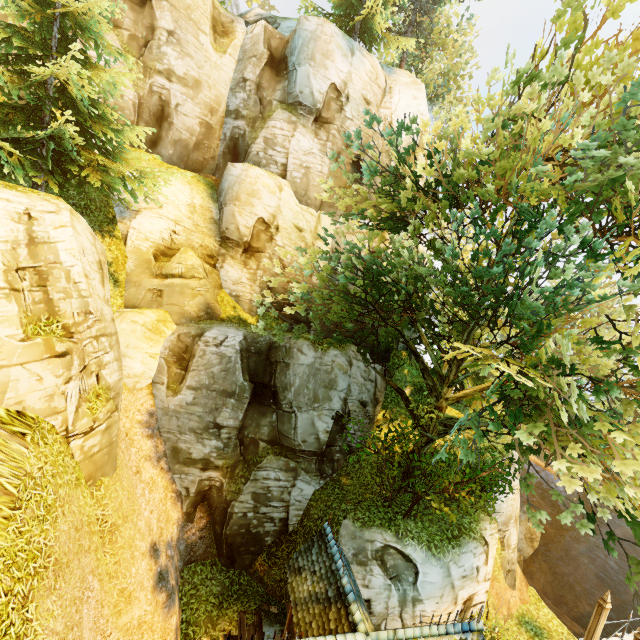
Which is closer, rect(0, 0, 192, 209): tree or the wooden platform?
rect(0, 0, 192, 209): tree

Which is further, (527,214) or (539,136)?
(527,214)

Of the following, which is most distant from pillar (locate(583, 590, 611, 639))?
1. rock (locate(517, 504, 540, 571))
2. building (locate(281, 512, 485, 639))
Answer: rock (locate(517, 504, 540, 571))

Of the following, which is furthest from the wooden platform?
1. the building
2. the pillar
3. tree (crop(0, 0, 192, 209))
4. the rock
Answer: the rock

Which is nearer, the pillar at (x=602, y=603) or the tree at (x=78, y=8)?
the tree at (x=78, y=8)

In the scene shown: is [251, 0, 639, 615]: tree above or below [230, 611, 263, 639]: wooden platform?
above

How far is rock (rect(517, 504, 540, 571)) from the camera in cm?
2693

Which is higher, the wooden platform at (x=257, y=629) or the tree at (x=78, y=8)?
the tree at (x=78, y=8)
